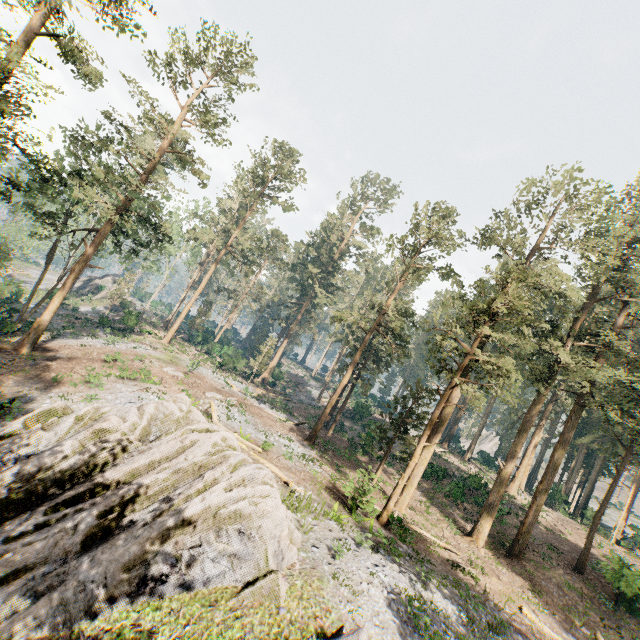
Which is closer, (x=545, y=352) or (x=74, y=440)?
(x=74, y=440)

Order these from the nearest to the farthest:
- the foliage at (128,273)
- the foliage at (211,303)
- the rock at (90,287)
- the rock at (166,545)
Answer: the rock at (166,545) < the foliage at (128,273) < the foliage at (211,303) < the rock at (90,287)

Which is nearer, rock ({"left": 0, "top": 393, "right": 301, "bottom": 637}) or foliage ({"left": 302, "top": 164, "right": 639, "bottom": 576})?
rock ({"left": 0, "top": 393, "right": 301, "bottom": 637})

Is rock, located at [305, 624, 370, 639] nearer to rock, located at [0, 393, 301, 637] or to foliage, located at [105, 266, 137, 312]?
rock, located at [0, 393, 301, 637]

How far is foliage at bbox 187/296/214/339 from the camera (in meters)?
51.19

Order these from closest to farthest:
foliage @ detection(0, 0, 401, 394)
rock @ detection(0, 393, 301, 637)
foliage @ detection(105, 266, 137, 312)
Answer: rock @ detection(0, 393, 301, 637) < foliage @ detection(0, 0, 401, 394) < foliage @ detection(105, 266, 137, 312)

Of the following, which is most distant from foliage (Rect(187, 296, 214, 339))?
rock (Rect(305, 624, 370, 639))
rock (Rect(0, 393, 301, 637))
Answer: rock (Rect(305, 624, 370, 639))

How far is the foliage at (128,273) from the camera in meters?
46.7 m
